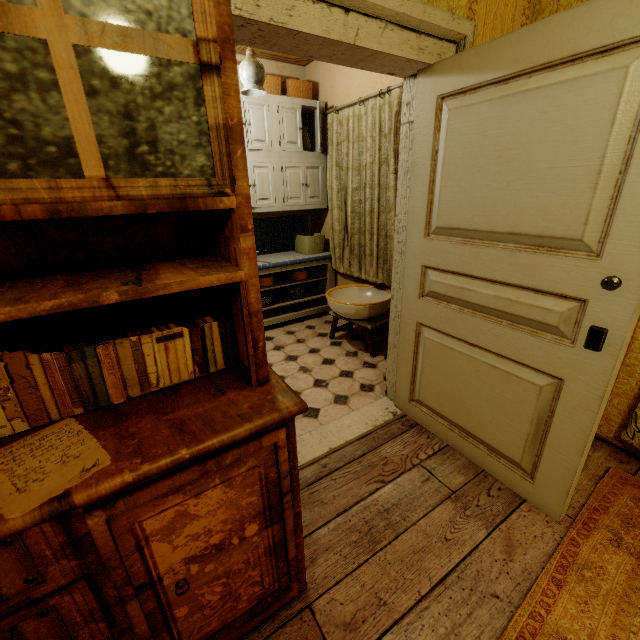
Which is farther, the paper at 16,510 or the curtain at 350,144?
the curtain at 350,144

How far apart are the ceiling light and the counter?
1.4m

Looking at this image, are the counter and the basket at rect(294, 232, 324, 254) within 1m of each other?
yes

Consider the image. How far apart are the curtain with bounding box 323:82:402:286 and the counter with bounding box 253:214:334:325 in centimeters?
4cm

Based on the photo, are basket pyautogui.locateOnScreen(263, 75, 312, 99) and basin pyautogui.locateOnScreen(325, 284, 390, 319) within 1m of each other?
no

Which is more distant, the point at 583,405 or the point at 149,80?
the point at 583,405

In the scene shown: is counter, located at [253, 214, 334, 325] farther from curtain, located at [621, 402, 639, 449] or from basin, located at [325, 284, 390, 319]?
curtain, located at [621, 402, 639, 449]

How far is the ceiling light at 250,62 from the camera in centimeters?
236cm
